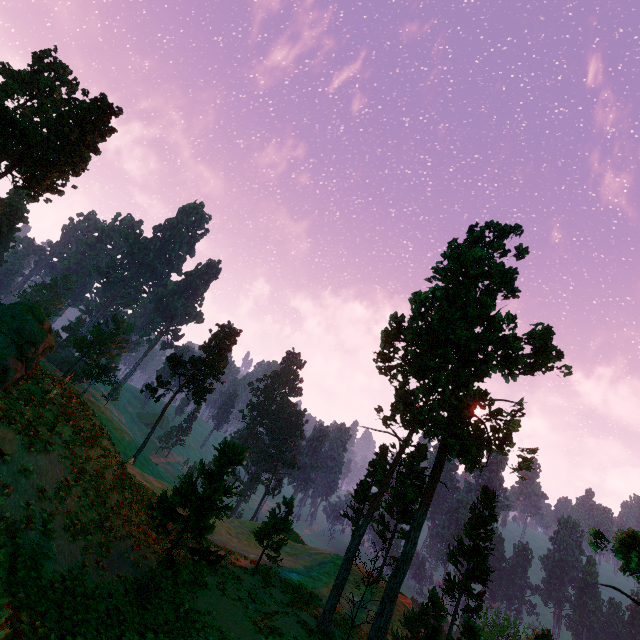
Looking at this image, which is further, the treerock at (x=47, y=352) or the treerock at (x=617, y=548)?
the treerock at (x=47, y=352)

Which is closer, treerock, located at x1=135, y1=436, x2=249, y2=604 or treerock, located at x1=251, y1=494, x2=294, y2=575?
treerock, located at x1=135, y1=436, x2=249, y2=604

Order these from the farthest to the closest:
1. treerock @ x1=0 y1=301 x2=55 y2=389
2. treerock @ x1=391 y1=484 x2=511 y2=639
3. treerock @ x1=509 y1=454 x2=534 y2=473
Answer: treerock @ x1=509 y1=454 x2=534 y2=473
treerock @ x1=391 y1=484 x2=511 y2=639
treerock @ x1=0 y1=301 x2=55 y2=389

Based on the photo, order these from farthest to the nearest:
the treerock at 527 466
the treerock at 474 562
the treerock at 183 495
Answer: the treerock at 527 466 < the treerock at 474 562 < the treerock at 183 495

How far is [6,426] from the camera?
13.9m

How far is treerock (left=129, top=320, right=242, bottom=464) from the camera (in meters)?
47.06
